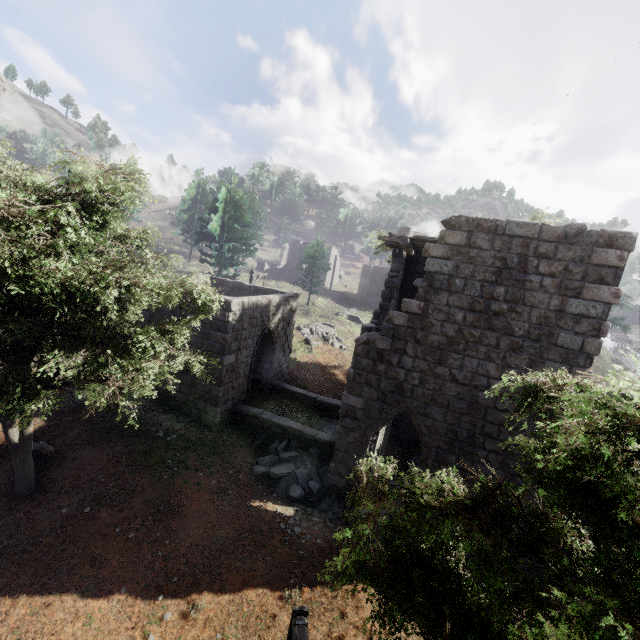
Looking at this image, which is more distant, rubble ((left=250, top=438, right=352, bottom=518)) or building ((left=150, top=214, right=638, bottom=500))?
rubble ((left=250, top=438, right=352, bottom=518))

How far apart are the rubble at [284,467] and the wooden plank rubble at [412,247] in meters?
7.5 m

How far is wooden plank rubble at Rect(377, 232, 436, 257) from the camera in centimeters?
941cm

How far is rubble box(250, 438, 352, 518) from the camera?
10.45m

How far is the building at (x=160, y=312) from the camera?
12.2m

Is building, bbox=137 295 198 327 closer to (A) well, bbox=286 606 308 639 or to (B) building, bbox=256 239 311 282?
(A) well, bbox=286 606 308 639

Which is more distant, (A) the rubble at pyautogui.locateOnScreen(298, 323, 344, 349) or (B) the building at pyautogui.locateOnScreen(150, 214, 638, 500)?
(A) the rubble at pyautogui.locateOnScreen(298, 323, 344, 349)

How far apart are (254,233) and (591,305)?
32.93m
